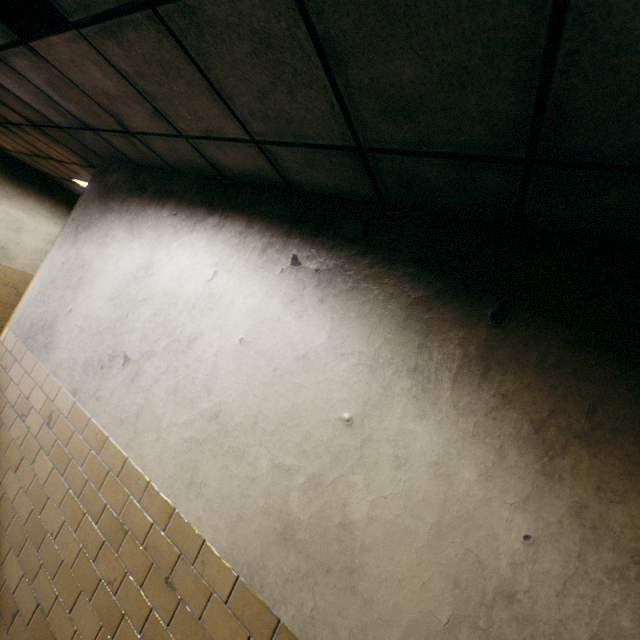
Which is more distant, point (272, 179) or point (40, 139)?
point (40, 139)
